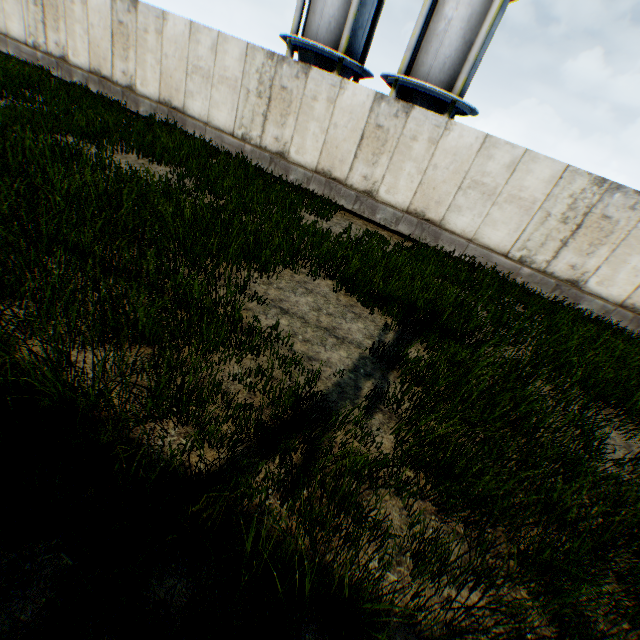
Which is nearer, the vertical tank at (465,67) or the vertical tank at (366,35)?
the vertical tank at (465,67)

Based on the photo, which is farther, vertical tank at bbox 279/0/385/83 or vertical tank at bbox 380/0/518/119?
vertical tank at bbox 279/0/385/83

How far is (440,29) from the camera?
13.7m
